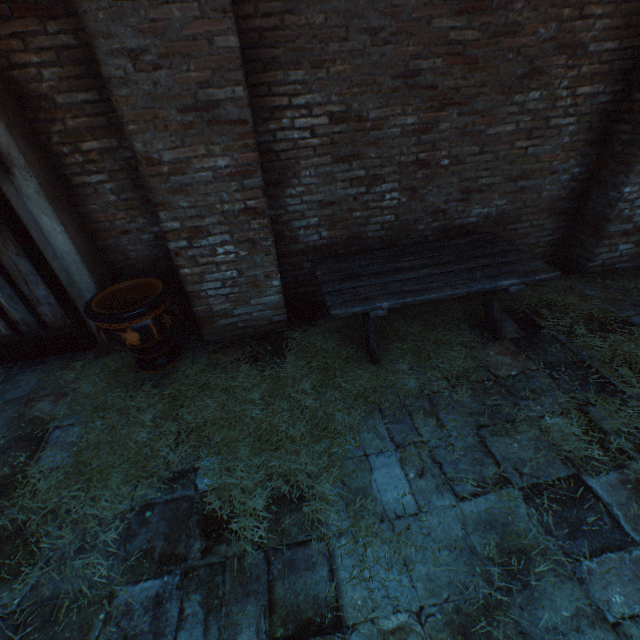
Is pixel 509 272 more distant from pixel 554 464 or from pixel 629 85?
pixel 629 85

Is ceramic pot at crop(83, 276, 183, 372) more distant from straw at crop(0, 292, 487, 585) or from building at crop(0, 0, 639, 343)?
building at crop(0, 0, 639, 343)

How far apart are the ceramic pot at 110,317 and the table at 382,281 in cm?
147

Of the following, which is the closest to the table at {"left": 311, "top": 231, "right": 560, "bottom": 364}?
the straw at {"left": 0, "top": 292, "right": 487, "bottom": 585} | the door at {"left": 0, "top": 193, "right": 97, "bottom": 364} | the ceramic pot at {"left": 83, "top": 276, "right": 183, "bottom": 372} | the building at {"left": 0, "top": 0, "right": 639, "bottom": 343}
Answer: the straw at {"left": 0, "top": 292, "right": 487, "bottom": 585}

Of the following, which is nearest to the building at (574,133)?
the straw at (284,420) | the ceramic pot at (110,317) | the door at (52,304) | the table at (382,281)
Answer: the straw at (284,420)

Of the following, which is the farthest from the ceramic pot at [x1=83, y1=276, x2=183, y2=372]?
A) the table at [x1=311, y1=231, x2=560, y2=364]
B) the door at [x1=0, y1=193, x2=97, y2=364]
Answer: the table at [x1=311, y1=231, x2=560, y2=364]

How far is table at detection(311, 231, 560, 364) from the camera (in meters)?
2.93
